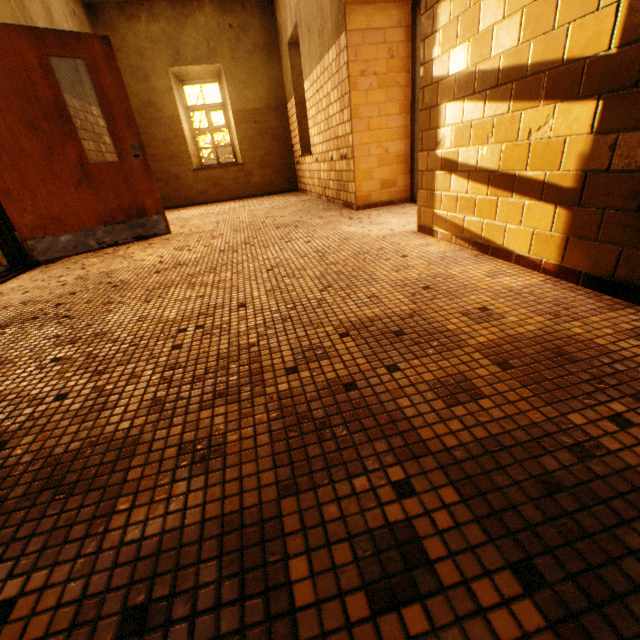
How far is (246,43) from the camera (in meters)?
7.23
